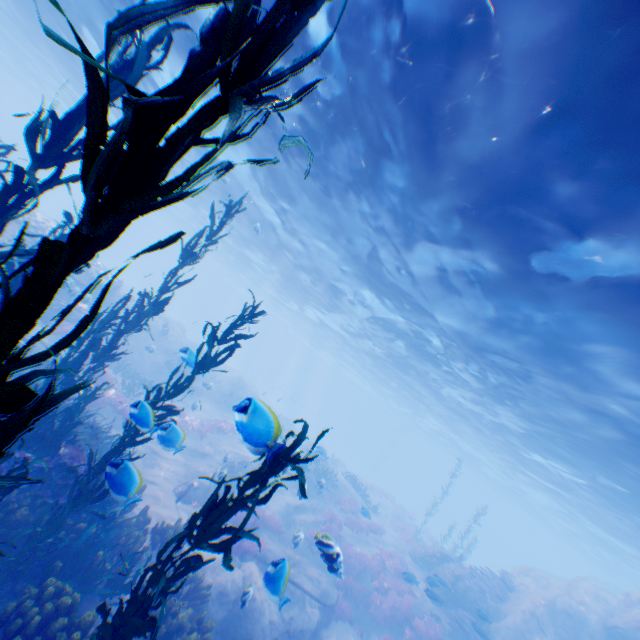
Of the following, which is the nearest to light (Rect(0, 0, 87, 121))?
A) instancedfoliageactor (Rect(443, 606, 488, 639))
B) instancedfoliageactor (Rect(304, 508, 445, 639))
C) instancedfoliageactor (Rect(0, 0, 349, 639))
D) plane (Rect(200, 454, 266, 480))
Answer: instancedfoliageactor (Rect(0, 0, 349, 639))

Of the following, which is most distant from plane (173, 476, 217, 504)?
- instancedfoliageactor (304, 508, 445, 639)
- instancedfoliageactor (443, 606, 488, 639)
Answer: instancedfoliageactor (443, 606, 488, 639)

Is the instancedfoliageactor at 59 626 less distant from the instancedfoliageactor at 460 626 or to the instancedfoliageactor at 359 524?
the instancedfoliageactor at 460 626

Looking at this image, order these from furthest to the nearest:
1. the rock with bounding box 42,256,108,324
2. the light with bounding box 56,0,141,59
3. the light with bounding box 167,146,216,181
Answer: the light with bounding box 167,146,216,181
the rock with bounding box 42,256,108,324
the light with bounding box 56,0,141,59

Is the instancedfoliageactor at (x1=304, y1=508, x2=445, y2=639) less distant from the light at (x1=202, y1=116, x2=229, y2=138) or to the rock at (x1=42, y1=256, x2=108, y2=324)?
the rock at (x1=42, y1=256, x2=108, y2=324)

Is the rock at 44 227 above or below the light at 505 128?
below

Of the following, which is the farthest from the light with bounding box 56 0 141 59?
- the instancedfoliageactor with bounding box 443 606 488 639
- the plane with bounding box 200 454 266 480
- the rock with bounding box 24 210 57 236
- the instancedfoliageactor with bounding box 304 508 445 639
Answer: the instancedfoliageactor with bounding box 304 508 445 639

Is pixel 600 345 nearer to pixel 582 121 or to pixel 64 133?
pixel 582 121
